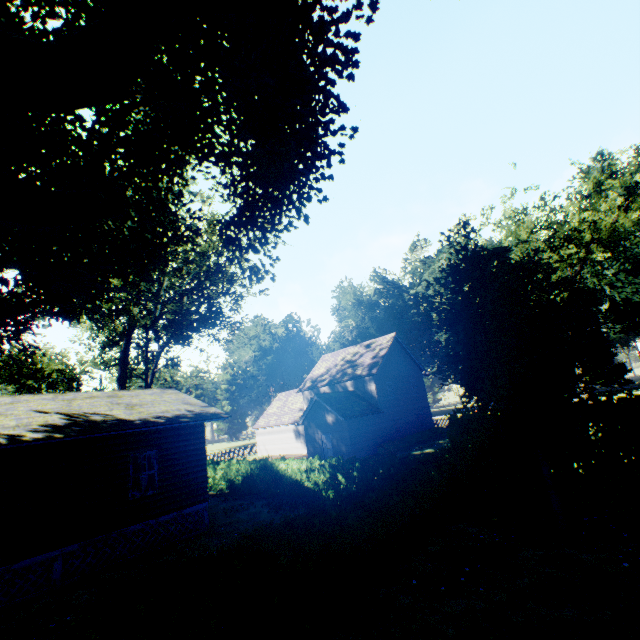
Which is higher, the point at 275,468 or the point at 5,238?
the point at 5,238

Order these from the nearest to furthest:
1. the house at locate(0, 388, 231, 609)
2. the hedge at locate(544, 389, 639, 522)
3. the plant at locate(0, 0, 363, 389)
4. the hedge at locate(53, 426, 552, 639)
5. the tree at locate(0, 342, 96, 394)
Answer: the hedge at locate(53, 426, 552, 639) < the plant at locate(0, 0, 363, 389) < the hedge at locate(544, 389, 639, 522) < the house at locate(0, 388, 231, 609) < the tree at locate(0, 342, 96, 394)

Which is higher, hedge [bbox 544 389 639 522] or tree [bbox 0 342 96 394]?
tree [bbox 0 342 96 394]

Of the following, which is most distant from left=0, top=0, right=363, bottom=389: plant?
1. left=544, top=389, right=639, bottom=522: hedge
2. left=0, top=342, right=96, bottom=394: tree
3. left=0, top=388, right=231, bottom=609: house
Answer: left=0, top=342, right=96, bottom=394: tree

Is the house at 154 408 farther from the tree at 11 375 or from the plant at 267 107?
the tree at 11 375

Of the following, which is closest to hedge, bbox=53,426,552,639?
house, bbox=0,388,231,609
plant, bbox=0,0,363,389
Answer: plant, bbox=0,0,363,389

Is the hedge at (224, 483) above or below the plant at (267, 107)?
below
